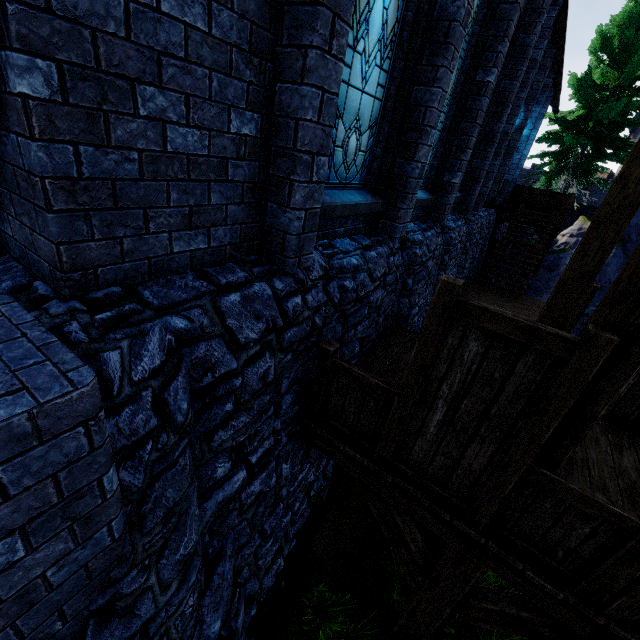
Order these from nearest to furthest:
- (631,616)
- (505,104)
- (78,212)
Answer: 1. (78,212)
2. (631,616)
3. (505,104)

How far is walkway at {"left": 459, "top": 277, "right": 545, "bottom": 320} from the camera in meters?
11.8 m

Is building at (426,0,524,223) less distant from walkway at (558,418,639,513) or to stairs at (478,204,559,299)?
stairs at (478,204,559,299)

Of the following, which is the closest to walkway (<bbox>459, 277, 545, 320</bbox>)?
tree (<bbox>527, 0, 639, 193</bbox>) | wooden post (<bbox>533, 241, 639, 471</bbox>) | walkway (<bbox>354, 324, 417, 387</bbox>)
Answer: walkway (<bbox>354, 324, 417, 387</bbox>)

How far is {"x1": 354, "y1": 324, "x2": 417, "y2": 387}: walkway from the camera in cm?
508

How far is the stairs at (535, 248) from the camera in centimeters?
1330cm

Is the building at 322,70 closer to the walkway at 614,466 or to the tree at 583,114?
the tree at 583,114

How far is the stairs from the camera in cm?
1330
